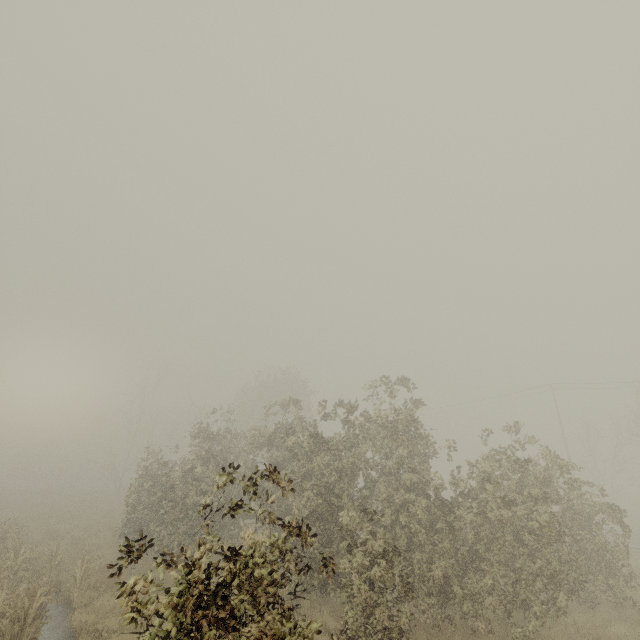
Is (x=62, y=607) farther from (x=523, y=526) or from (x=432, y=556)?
(x=523, y=526)

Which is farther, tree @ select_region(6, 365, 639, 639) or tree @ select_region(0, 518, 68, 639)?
tree @ select_region(0, 518, 68, 639)

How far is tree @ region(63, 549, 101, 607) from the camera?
10.8 meters

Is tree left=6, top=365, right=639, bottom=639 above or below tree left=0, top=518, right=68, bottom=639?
above

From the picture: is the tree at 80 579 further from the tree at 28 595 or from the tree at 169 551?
the tree at 169 551

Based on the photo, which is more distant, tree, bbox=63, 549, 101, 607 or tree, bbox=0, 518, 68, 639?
tree, bbox=63, 549, 101, 607

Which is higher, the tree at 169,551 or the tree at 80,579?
the tree at 169,551

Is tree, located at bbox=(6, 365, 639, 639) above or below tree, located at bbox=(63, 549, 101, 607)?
above
